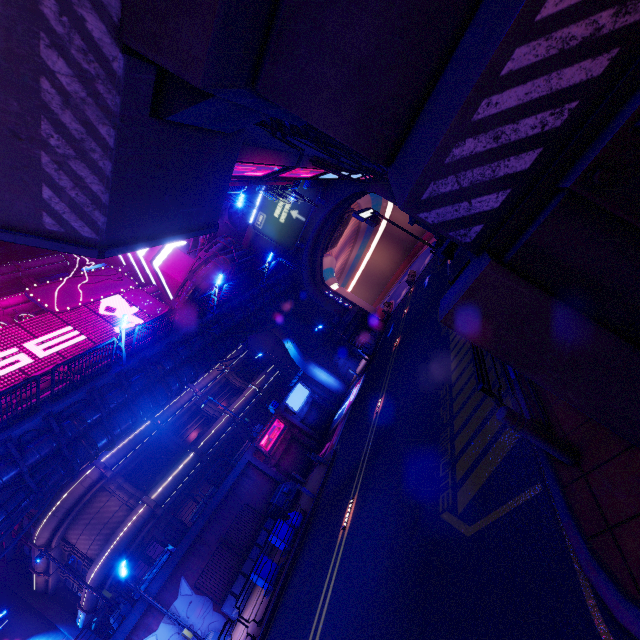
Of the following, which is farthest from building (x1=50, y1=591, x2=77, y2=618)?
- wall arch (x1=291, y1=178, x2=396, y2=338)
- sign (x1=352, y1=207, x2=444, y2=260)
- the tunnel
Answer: sign (x1=352, y1=207, x2=444, y2=260)

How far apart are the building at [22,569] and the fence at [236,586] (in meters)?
22.39

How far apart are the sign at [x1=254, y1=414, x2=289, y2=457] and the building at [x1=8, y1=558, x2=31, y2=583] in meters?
23.2 m

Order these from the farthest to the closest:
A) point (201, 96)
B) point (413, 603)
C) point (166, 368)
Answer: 1. point (166, 368)
2. point (413, 603)
3. point (201, 96)

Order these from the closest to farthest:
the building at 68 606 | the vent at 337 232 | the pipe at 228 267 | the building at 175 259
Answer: the building at 68 606 → the pipe at 228 267 → the vent at 337 232 → the building at 175 259

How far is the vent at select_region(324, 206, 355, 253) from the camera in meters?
37.9

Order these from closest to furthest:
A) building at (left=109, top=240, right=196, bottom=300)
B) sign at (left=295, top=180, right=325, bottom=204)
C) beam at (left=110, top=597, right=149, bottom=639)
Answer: beam at (left=110, top=597, right=149, bottom=639)
sign at (left=295, top=180, right=325, bottom=204)
building at (left=109, top=240, right=196, bottom=300)

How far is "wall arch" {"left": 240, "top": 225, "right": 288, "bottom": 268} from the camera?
35.8m
